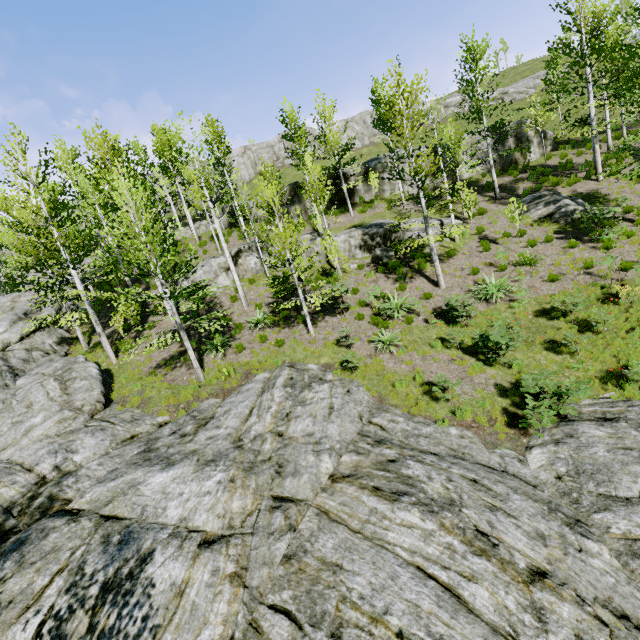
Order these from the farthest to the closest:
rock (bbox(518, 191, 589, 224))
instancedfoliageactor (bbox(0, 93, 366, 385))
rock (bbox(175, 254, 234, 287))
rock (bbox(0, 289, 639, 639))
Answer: rock (bbox(175, 254, 234, 287))
rock (bbox(518, 191, 589, 224))
instancedfoliageactor (bbox(0, 93, 366, 385))
rock (bbox(0, 289, 639, 639))

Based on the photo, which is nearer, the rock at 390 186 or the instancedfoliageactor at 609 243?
the instancedfoliageactor at 609 243

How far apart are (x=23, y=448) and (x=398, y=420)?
11.9 meters

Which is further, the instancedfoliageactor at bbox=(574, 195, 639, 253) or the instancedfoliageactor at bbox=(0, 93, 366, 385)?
the instancedfoliageactor at bbox=(574, 195, 639, 253)

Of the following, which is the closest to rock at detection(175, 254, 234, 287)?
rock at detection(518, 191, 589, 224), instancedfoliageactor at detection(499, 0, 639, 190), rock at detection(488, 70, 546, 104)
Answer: instancedfoliageactor at detection(499, 0, 639, 190)

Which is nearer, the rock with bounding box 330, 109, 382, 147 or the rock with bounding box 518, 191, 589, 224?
the rock with bounding box 518, 191, 589, 224

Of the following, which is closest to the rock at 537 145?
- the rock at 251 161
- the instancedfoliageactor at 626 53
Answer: the instancedfoliageactor at 626 53
